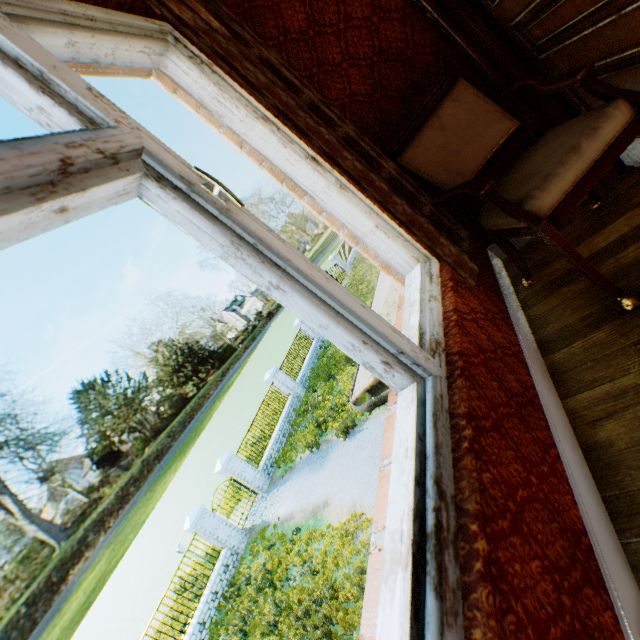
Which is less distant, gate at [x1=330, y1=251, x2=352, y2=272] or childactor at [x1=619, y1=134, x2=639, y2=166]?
childactor at [x1=619, y1=134, x2=639, y2=166]

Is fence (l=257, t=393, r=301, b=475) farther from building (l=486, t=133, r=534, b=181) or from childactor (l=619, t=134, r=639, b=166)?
childactor (l=619, t=134, r=639, b=166)

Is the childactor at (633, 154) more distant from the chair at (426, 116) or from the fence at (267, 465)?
the fence at (267, 465)

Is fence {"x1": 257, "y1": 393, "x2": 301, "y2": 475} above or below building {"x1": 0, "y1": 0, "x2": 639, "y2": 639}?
below

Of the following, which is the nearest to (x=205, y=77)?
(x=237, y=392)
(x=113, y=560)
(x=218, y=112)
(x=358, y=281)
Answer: (x=218, y=112)

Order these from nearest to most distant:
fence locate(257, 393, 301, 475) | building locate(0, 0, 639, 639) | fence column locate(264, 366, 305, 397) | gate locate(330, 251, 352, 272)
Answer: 1. building locate(0, 0, 639, 639)
2. fence locate(257, 393, 301, 475)
3. fence column locate(264, 366, 305, 397)
4. gate locate(330, 251, 352, 272)

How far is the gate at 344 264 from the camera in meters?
31.4 m
